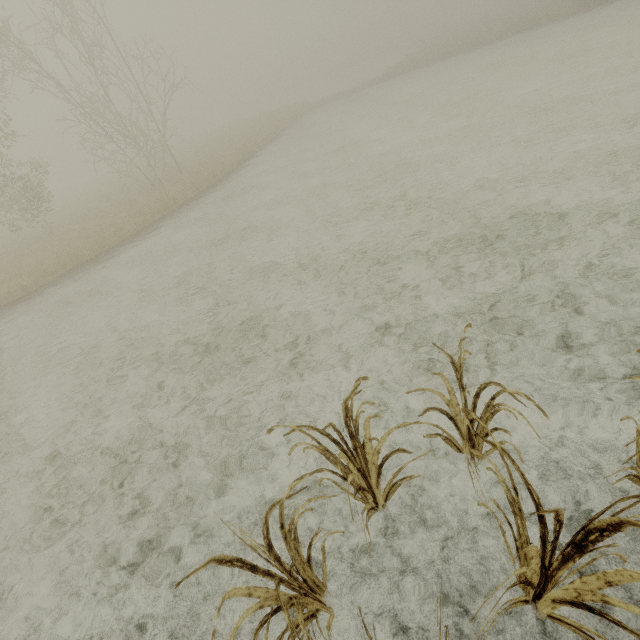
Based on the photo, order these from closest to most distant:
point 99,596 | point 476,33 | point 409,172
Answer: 1. point 99,596
2. point 409,172
3. point 476,33
